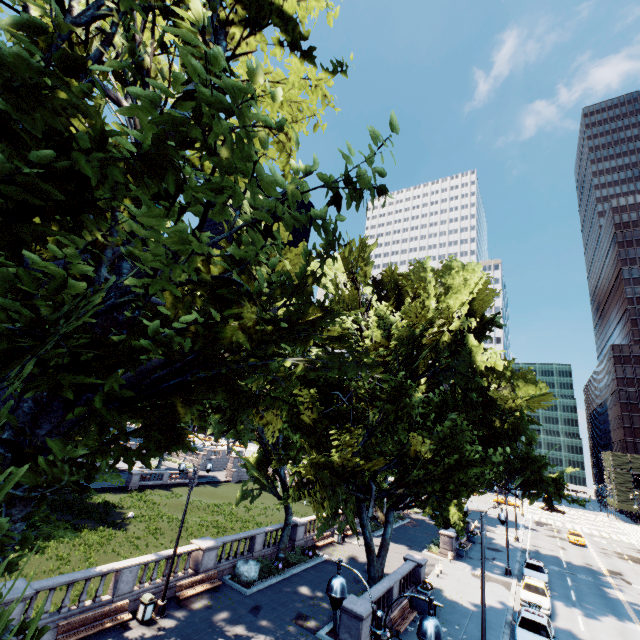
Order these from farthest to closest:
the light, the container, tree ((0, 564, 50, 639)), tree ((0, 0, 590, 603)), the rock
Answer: the rock → the container → the light → tree ((0, 0, 590, 603)) → tree ((0, 564, 50, 639))

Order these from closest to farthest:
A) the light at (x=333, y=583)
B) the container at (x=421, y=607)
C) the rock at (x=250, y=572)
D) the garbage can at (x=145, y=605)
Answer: the light at (x=333, y=583)
the garbage can at (x=145, y=605)
the container at (x=421, y=607)
the rock at (x=250, y=572)

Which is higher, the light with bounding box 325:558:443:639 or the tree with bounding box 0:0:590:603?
the tree with bounding box 0:0:590:603

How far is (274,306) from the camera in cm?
2064

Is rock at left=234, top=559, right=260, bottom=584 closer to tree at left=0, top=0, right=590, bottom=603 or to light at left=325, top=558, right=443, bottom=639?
tree at left=0, top=0, right=590, bottom=603

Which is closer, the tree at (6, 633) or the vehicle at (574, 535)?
the tree at (6, 633)

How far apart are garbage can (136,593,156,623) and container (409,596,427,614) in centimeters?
1533cm

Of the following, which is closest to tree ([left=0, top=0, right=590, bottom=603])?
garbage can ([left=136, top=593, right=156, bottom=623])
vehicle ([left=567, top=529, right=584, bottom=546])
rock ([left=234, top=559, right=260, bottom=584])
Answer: rock ([left=234, top=559, right=260, bottom=584])
